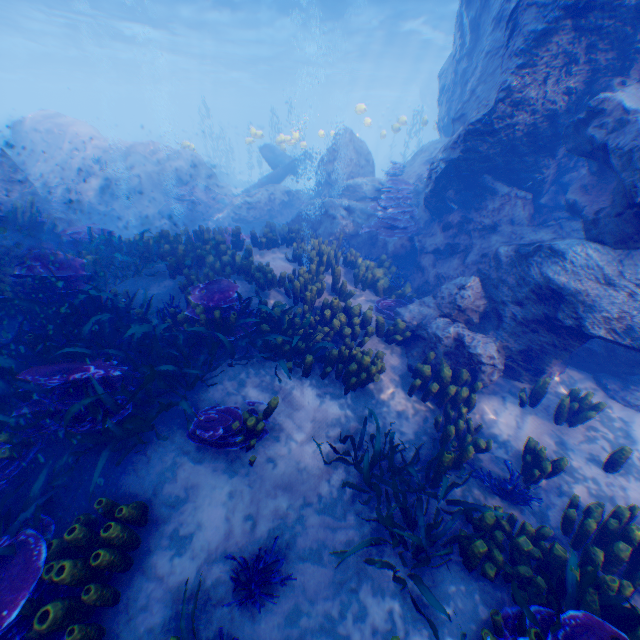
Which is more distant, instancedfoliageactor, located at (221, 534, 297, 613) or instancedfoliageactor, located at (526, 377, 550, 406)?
instancedfoliageactor, located at (526, 377, 550, 406)

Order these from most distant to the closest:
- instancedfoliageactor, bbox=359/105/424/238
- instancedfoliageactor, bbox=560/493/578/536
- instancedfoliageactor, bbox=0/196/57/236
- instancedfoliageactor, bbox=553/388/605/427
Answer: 1. instancedfoliageactor, bbox=359/105/424/238
2. instancedfoliageactor, bbox=0/196/57/236
3. instancedfoliageactor, bbox=553/388/605/427
4. instancedfoliageactor, bbox=560/493/578/536

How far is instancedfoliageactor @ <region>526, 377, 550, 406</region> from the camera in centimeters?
578cm

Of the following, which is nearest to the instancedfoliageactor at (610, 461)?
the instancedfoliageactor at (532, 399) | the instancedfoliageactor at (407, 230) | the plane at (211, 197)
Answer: the instancedfoliageactor at (532, 399)

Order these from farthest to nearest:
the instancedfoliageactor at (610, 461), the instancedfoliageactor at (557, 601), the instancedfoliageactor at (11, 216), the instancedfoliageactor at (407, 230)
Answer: the instancedfoliageactor at (407, 230)
the instancedfoliageactor at (11, 216)
the instancedfoliageactor at (610, 461)
the instancedfoliageactor at (557, 601)

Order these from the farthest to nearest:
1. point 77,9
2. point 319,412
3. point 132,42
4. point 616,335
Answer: point 132,42 < point 77,9 < point 319,412 < point 616,335

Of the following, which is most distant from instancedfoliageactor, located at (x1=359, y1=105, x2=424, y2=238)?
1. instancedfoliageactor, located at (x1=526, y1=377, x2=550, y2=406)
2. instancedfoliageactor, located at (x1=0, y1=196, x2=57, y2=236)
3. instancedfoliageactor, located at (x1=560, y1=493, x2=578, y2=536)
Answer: instancedfoliageactor, located at (x1=560, y1=493, x2=578, y2=536)

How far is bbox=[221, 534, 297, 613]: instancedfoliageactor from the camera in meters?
3.4
